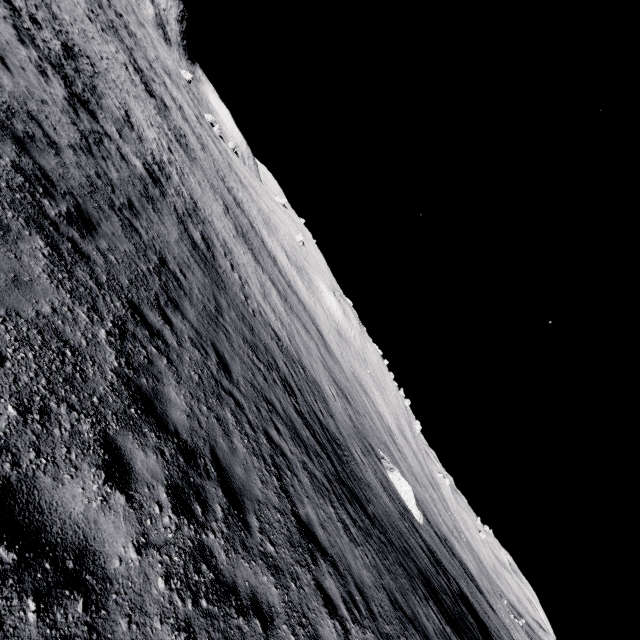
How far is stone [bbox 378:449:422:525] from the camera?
27.5 meters

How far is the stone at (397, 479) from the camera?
27.5m

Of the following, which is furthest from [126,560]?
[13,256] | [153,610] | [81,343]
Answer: [13,256]
